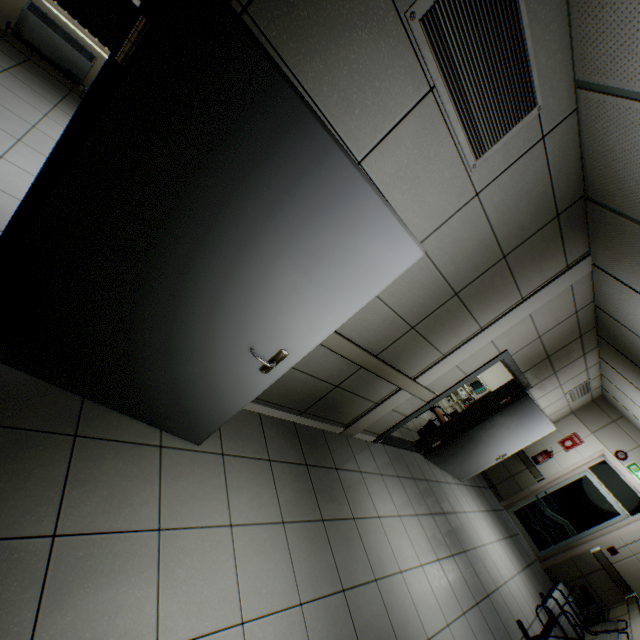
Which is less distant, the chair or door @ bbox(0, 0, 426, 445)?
door @ bbox(0, 0, 426, 445)

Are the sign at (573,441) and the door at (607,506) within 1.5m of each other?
yes

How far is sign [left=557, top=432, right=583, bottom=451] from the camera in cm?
724

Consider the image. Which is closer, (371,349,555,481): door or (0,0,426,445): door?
(0,0,426,445): door

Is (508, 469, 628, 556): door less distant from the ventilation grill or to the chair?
the chair

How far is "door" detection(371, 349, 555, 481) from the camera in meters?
4.5 m

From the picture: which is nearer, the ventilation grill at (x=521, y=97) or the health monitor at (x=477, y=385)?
the ventilation grill at (x=521, y=97)

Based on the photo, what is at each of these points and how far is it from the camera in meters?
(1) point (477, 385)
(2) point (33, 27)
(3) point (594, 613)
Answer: (1) health monitor, 8.5 m
(2) radiator, 4.2 m
(3) radiator, 5.5 m
